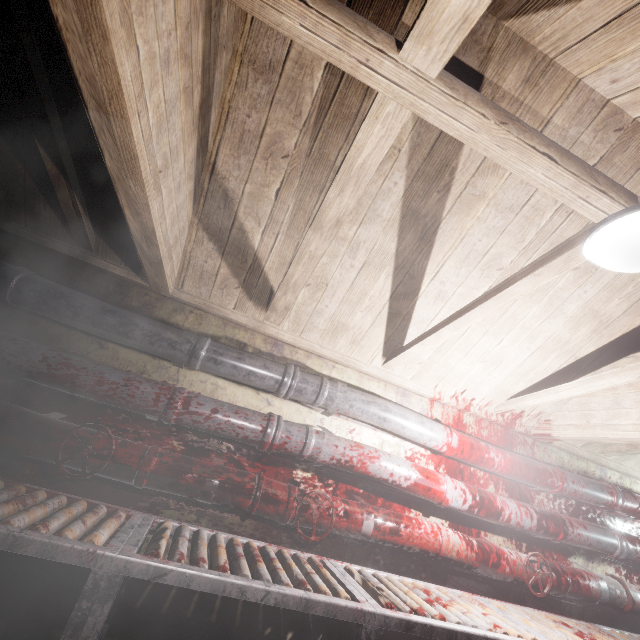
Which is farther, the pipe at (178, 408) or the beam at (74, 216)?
the pipe at (178, 408)

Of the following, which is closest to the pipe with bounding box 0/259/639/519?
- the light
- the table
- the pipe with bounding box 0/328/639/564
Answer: the pipe with bounding box 0/328/639/564

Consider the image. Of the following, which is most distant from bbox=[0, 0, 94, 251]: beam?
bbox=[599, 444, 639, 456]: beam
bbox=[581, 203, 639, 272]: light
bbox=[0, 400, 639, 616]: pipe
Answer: bbox=[599, 444, 639, 456]: beam

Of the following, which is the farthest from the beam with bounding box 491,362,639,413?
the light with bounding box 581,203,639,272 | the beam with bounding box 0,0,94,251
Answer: the beam with bounding box 0,0,94,251

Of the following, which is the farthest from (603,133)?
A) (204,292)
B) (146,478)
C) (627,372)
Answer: (146,478)

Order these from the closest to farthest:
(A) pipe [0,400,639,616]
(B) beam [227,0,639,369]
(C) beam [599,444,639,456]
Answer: (B) beam [227,0,639,369], (A) pipe [0,400,639,616], (C) beam [599,444,639,456]

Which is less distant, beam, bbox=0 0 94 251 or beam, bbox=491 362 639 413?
beam, bbox=0 0 94 251

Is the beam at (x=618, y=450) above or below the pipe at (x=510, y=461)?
above
